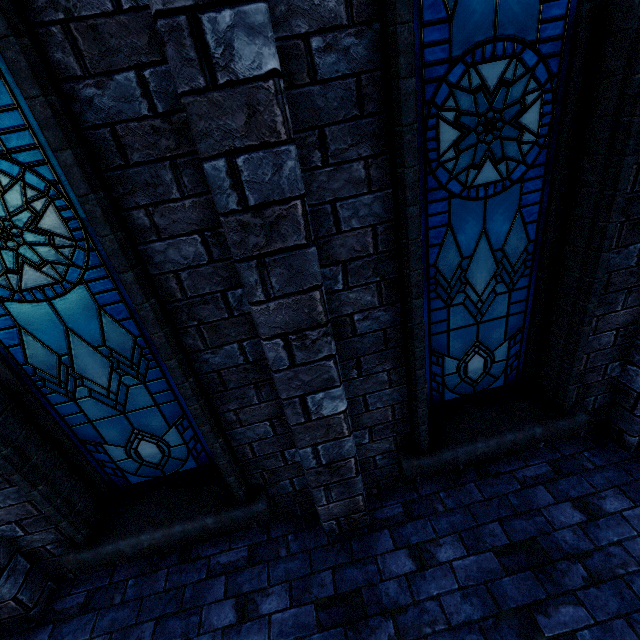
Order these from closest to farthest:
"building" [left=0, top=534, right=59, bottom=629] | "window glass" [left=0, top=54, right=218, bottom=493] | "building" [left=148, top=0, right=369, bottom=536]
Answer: "building" [left=148, top=0, right=369, bottom=536], "window glass" [left=0, top=54, right=218, bottom=493], "building" [left=0, top=534, right=59, bottom=629]

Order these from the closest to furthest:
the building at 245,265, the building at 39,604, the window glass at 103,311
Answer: the building at 245,265
the window glass at 103,311
the building at 39,604

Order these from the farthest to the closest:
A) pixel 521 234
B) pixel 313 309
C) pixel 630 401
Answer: pixel 630 401 → pixel 521 234 → pixel 313 309

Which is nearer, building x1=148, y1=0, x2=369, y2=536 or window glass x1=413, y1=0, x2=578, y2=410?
building x1=148, y1=0, x2=369, y2=536

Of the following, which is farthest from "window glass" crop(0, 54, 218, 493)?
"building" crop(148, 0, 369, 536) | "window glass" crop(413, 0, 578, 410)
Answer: "window glass" crop(413, 0, 578, 410)

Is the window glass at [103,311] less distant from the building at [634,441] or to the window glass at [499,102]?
the building at [634,441]

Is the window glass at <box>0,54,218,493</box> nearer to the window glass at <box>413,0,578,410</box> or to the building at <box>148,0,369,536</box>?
the building at <box>148,0,369,536</box>
